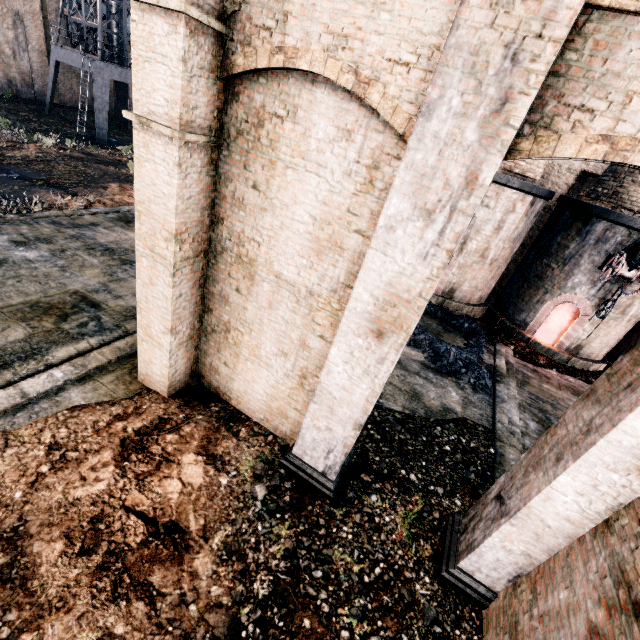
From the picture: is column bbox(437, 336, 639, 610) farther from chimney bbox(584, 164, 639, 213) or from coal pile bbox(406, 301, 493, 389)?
chimney bbox(584, 164, 639, 213)

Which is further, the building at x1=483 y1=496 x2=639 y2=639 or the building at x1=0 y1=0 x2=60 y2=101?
the building at x1=0 y1=0 x2=60 y2=101

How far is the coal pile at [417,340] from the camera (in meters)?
13.51

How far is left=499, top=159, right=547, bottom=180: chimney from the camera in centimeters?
1552cm

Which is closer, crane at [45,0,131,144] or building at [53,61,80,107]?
crane at [45,0,131,144]

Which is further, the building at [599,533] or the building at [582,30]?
the building at [599,533]

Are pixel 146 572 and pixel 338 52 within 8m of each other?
no

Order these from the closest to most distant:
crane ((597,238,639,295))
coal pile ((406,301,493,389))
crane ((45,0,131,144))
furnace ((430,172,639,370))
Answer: crane ((597,238,639,295)), coal pile ((406,301,493,389)), furnace ((430,172,639,370)), crane ((45,0,131,144))
